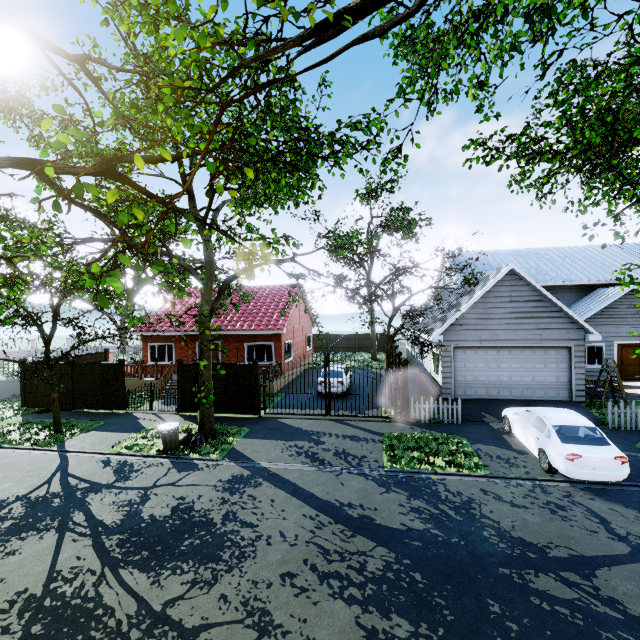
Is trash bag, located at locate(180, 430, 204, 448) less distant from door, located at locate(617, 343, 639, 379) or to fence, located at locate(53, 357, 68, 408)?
fence, located at locate(53, 357, 68, 408)

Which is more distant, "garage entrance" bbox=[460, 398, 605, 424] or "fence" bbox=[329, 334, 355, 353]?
"fence" bbox=[329, 334, 355, 353]

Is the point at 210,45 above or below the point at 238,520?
above

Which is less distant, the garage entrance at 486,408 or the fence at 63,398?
the garage entrance at 486,408

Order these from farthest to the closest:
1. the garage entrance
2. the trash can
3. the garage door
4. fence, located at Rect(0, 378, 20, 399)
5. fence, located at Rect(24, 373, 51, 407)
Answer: fence, located at Rect(0, 378, 20, 399) < fence, located at Rect(24, 373, 51, 407) < the garage door < the garage entrance < the trash can

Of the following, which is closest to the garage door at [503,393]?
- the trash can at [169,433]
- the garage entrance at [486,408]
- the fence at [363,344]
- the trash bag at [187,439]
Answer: the garage entrance at [486,408]

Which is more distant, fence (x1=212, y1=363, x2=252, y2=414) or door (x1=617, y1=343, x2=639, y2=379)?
door (x1=617, y1=343, x2=639, y2=379)

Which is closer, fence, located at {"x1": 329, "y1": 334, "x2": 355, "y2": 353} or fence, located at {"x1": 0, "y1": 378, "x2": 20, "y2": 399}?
fence, located at {"x1": 0, "y1": 378, "x2": 20, "y2": 399}
